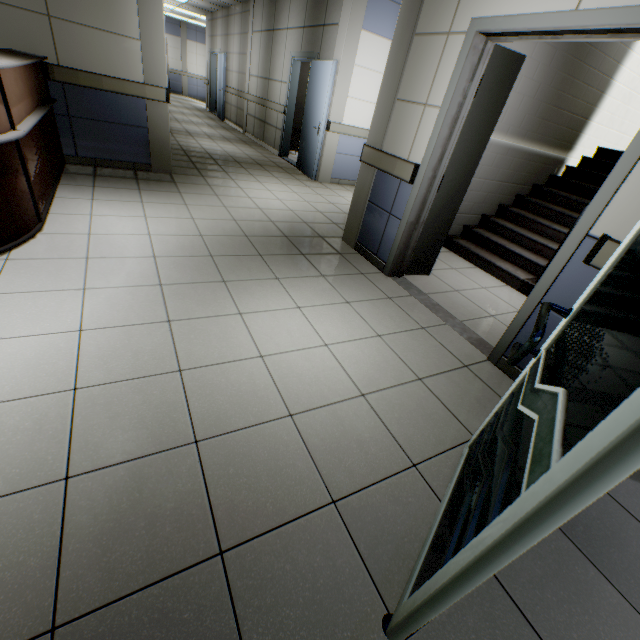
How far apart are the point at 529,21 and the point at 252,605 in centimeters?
349cm

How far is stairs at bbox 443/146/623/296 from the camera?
4.2 meters

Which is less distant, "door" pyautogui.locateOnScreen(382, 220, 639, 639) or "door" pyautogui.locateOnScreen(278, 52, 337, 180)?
"door" pyautogui.locateOnScreen(382, 220, 639, 639)

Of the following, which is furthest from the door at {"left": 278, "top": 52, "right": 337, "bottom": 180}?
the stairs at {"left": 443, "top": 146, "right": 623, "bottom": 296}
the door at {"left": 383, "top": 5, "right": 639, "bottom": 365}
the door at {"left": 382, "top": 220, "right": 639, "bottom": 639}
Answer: the door at {"left": 382, "top": 220, "right": 639, "bottom": 639}

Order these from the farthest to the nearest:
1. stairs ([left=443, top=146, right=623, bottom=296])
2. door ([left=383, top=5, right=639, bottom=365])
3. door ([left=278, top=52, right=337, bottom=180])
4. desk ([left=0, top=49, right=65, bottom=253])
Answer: door ([left=278, top=52, right=337, bottom=180]), stairs ([left=443, top=146, right=623, bottom=296]), desk ([left=0, top=49, right=65, bottom=253]), door ([left=383, top=5, right=639, bottom=365])

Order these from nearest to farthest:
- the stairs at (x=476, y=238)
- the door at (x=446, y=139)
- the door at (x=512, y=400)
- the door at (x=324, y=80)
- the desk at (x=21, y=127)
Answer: the door at (x=512, y=400), the door at (x=446, y=139), the desk at (x=21, y=127), the stairs at (x=476, y=238), the door at (x=324, y=80)

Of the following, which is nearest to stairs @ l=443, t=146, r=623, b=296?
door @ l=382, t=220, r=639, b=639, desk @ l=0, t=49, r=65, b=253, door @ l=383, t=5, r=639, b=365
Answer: door @ l=383, t=5, r=639, b=365

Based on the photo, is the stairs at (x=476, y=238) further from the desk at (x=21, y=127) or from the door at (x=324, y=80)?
the desk at (x=21, y=127)
